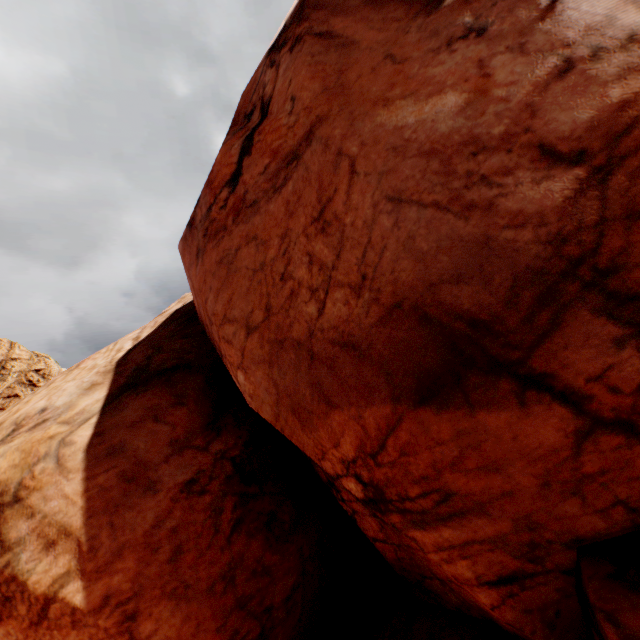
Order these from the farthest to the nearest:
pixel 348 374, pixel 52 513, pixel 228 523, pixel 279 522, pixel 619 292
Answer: pixel 279 522 < pixel 228 523 < pixel 52 513 < pixel 348 374 < pixel 619 292
